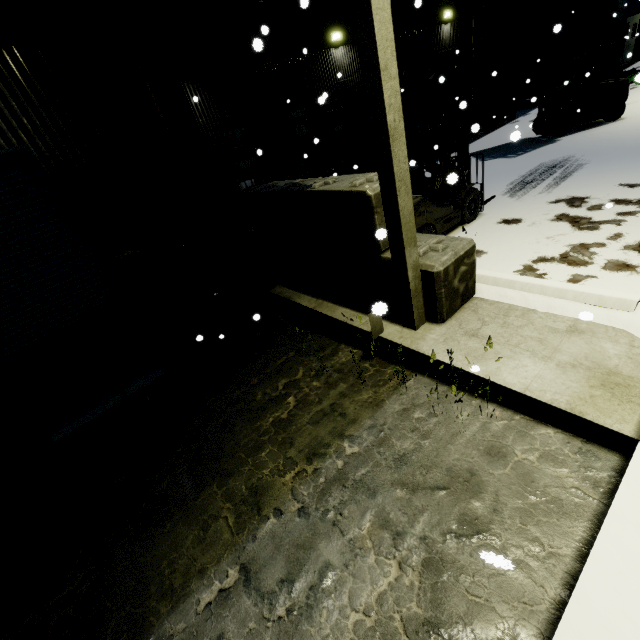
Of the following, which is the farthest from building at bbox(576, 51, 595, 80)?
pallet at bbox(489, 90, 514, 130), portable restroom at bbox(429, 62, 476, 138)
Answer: pallet at bbox(489, 90, 514, 130)

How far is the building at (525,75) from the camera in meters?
17.9 m

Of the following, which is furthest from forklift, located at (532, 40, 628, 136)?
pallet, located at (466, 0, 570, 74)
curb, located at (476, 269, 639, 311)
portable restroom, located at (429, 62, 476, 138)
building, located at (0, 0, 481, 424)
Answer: portable restroom, located at (429, 62, 476, 138)

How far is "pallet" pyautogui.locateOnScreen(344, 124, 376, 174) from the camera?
12.93m

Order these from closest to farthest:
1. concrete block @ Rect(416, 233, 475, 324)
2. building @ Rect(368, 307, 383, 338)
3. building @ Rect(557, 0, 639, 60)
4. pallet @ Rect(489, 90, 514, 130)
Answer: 1. building @ Rect(368, 307, 383, 338)
2. concrete block @ Rect(416, 233, 475, 324)
3. pallet @ Rect(489, 90, 514, 130)
4. building @ Rect(557, 0, 639, 60)

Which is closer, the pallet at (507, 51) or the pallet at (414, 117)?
the pallet at (507, 51)

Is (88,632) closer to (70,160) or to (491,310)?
(491,310)

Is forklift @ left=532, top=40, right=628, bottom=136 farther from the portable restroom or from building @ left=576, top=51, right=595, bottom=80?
the portable restroom
